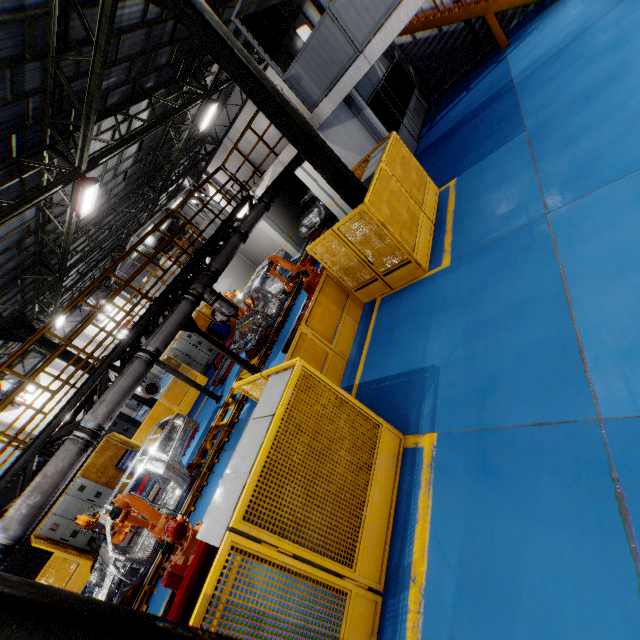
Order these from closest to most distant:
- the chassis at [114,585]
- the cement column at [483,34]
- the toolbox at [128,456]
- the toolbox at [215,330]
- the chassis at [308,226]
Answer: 1. the chassis at [114,585]
2. the toolbox at [128,456]
3. the cement column at [483,34]
4. the chassis at [308,226]
5. the toolbox at [215,330]

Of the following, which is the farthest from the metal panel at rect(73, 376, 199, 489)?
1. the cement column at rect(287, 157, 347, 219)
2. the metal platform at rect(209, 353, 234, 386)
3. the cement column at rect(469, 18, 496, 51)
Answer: the cement column at rect(469, 18, 496, 51)

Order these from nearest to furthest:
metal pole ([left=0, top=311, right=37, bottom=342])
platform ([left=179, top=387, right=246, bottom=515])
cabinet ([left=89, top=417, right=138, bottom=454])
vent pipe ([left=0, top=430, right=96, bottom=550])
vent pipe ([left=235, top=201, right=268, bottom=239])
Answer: vent pipe ([left=0, top=430, right=96, bottom=550]) → platform ([left=179, top=387, right=246, bottom=515]) → vent pipe ([left=235, top=201, right=268, bottom=239]) → metal pole ([left=0, top=311, right=37, bottom=342]) → cabinet ([left=89, top=417, right=138, bottom=454])

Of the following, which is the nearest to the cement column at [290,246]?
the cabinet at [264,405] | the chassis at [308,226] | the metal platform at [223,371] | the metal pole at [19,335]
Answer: the chassis at [308,226]

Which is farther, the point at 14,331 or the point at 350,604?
the point at 14,331

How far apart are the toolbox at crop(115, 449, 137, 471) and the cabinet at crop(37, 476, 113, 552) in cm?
73

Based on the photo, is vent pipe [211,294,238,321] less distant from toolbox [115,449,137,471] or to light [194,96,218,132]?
light [194,96,218,132]

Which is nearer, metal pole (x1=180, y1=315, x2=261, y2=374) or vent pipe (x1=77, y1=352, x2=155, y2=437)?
vent pipe (x1=77, y1=352, x2=155, y2=437)
